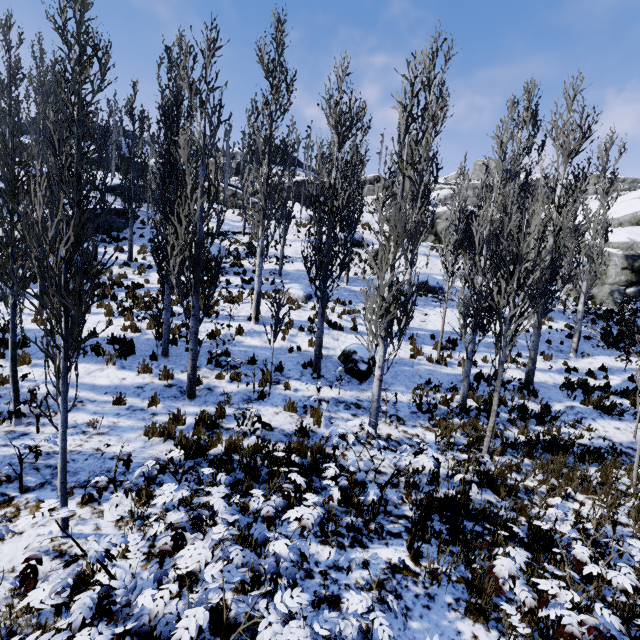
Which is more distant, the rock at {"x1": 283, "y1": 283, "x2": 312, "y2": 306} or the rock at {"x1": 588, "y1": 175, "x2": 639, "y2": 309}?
the rock at {"x1": 588, "y1": 175, "x2": 639, "y2": 309}

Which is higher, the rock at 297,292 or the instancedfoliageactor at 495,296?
the instancedfoliageactor at 495,296

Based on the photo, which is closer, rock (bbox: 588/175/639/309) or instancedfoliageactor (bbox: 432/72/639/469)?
instancedfoliageactor (bbox: 432/72/639/469)

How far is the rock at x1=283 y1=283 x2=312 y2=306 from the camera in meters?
16.3

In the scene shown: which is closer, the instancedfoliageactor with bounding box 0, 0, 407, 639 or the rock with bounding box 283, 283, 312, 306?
the instancedfoliageactor with bounding box 0, 0, 407, 639

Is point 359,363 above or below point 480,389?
above

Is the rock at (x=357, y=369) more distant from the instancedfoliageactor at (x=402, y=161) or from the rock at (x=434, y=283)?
the rock at (x=434, y=283)

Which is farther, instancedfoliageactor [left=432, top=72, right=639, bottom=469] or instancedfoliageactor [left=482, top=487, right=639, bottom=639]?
instancedfoliageactor [left=432, top=72, right=639, bottom=469]
